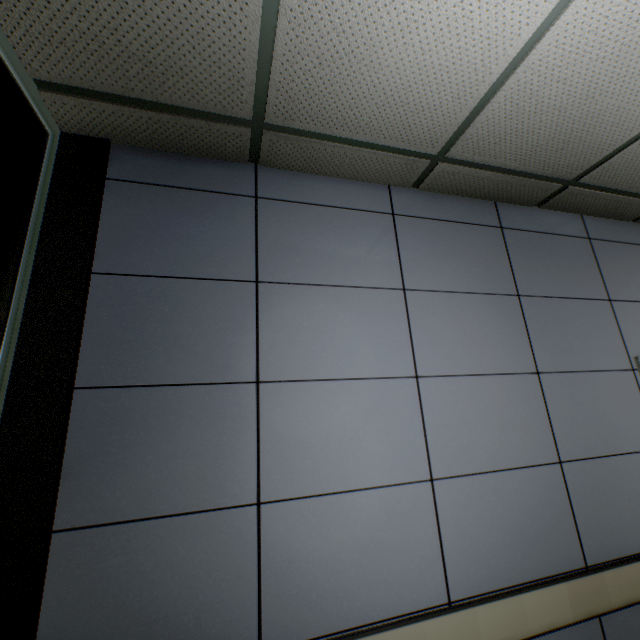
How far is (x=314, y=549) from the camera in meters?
1.3 m
